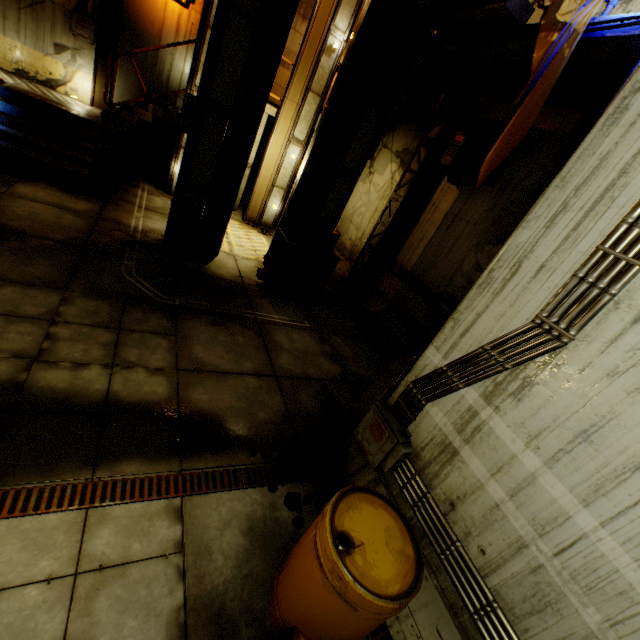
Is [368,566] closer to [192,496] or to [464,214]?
[192,496]

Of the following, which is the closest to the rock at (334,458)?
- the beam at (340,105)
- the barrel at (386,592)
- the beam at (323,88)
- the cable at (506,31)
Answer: the barrel at (386,592)

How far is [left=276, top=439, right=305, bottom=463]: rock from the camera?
3.9 meters

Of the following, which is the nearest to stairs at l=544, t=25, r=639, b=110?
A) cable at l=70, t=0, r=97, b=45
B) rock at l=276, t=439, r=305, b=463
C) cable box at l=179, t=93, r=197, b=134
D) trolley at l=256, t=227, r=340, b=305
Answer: cable at l=70, t=0, r=97, b=45

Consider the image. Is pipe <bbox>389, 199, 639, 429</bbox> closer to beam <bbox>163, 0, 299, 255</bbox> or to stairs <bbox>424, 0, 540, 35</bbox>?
stairs <bbox>424, 0, 540, 35</bbox>

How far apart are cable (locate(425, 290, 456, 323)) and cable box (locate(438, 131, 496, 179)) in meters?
2.4 m

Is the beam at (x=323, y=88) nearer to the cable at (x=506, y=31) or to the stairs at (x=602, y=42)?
the stairs at (x=602, y=42)

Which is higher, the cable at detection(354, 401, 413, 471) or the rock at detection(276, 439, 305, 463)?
the cable at detection(354, 401, 413, 471)
